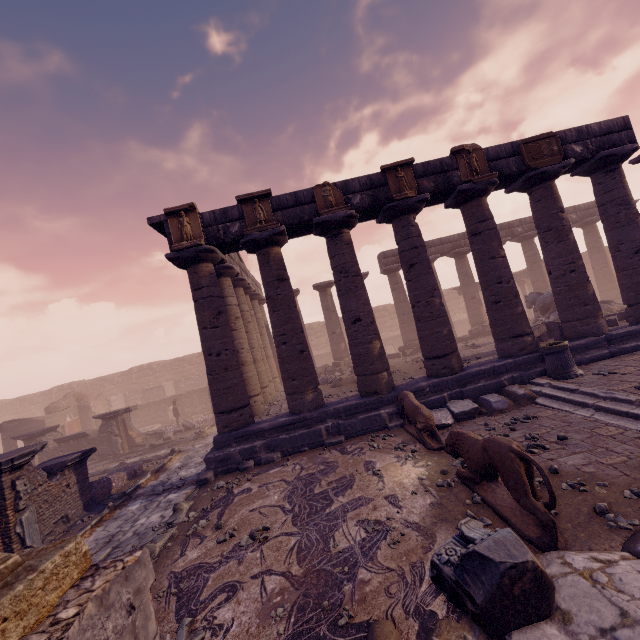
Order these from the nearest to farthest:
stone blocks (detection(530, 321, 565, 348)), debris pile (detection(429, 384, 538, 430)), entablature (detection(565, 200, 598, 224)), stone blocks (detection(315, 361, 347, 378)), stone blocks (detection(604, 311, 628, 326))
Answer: debris pile (detection(429, 384, 538, 430)) < stone blocks (detection(530, 321, 565, 348)) < stone blocks (detection(604, 311, 628, 326)) < stone blocks (detection(315, 361, 347, 378)) < entablature (detection(565, 200, 598, 224))

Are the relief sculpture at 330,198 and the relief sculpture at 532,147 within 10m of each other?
yes

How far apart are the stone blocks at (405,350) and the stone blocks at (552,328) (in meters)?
6.29

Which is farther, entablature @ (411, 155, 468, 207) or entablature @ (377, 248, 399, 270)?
entablature @ (377, 248, 399, 270)

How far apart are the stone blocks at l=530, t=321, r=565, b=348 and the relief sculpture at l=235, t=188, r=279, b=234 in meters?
9.2 m

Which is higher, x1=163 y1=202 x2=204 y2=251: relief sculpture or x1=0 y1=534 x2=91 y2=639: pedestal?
x1=163 y1=202 x2=204 y2=251: relief sculpture

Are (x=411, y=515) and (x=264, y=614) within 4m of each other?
yes

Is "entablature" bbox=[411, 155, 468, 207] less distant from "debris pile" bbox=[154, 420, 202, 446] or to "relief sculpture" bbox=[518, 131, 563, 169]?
"relief sculpture" bbox=[518, 131, 563, 169]
